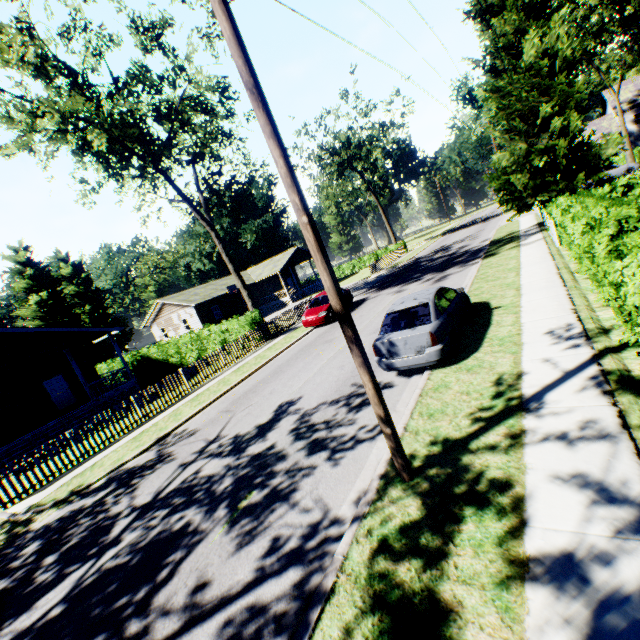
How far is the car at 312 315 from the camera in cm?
1870

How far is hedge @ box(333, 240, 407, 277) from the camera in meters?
47.0 m

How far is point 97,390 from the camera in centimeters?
2377cm

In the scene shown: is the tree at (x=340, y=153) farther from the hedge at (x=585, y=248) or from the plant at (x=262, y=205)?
the hedge at (x=585, y=248)

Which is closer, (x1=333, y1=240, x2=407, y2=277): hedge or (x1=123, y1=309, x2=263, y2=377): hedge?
(x1=123, y1=309, x2=263, y2=377): hedge

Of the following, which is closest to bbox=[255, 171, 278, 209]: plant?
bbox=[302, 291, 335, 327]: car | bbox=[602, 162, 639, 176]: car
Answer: bbox=[602, 162, 639, 176]: car

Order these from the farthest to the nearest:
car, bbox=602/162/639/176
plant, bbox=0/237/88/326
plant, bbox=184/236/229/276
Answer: plant, bbox=184/236/229/276 → plant, bbox=0/237/88/326 → car, bbox=602/162/639/176

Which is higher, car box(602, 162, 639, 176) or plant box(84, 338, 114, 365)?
plant box(84, 338, 114, 365)
